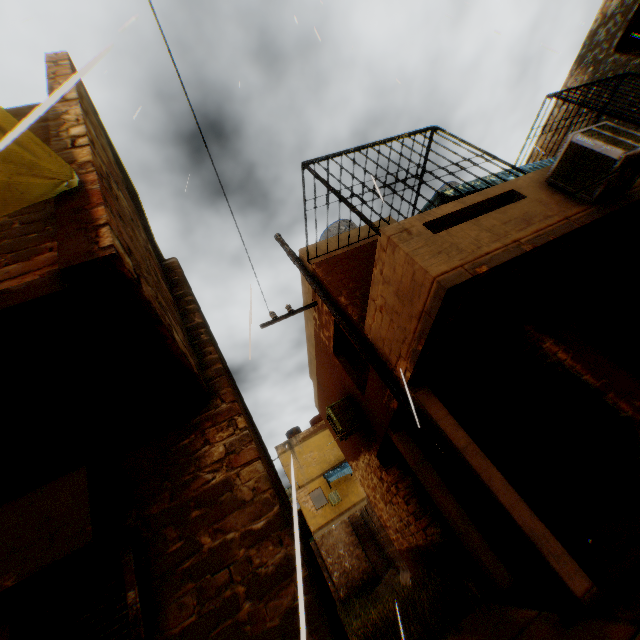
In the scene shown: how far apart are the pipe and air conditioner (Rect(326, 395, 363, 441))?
3.01m

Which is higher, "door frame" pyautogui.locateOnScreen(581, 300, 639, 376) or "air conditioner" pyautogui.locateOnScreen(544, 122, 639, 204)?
"air conditioner" pyautogui.locateOnScreen(544, 122, 639, 204)

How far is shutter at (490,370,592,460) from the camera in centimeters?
619cm

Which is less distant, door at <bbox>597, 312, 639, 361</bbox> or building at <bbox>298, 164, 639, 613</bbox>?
building at <bbox>298, 164, 639, 613</bbox>

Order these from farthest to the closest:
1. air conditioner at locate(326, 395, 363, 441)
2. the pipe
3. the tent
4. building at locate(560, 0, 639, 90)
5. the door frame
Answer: building at locate(560, 0, 639, 90)
air conditioner at locate(326, 395, 363, 441)
the door frame
the pipe
the tent

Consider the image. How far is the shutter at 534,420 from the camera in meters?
6.2 m

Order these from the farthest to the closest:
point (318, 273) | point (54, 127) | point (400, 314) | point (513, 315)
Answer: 1. point (318, 273)
2. point (513, 315)
3. point (400, 314)
4. point (54, 127)

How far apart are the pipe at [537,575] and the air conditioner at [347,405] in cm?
301
